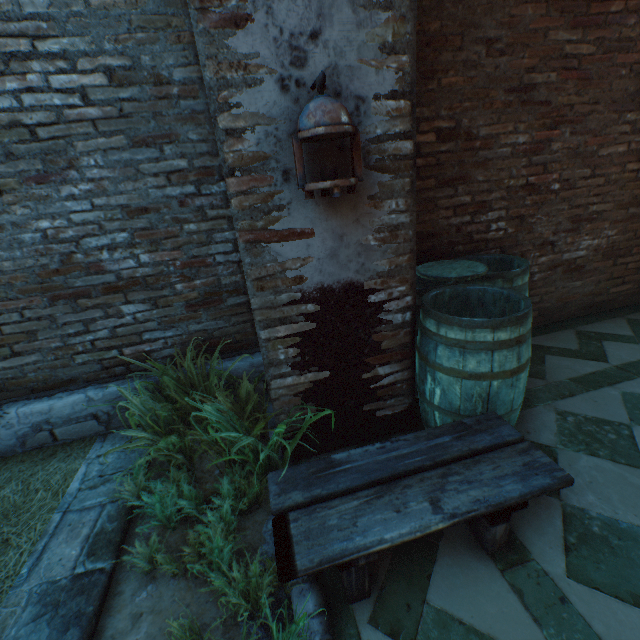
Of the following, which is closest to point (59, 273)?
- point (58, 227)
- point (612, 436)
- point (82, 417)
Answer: point (58, 227)

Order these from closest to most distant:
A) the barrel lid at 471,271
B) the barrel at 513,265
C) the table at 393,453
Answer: the table at 393,453
the barrel at 513,265
the barrel lid at 471,271

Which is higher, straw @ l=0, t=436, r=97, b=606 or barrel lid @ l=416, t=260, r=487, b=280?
barrel lid @ l=416, t=260, r=487, b=280

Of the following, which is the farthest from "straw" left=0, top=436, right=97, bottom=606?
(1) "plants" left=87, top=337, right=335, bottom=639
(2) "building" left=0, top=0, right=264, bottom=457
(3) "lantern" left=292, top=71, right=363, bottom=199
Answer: (3) "lantern" left=292, top=71, right=363, bottom=199

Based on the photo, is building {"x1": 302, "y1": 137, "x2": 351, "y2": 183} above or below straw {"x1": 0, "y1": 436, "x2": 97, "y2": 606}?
above

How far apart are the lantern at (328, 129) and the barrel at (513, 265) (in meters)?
0.87

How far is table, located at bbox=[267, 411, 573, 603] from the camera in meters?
1.3

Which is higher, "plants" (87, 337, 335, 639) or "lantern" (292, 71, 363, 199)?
"lantern" (292, 71, 363, 199)
